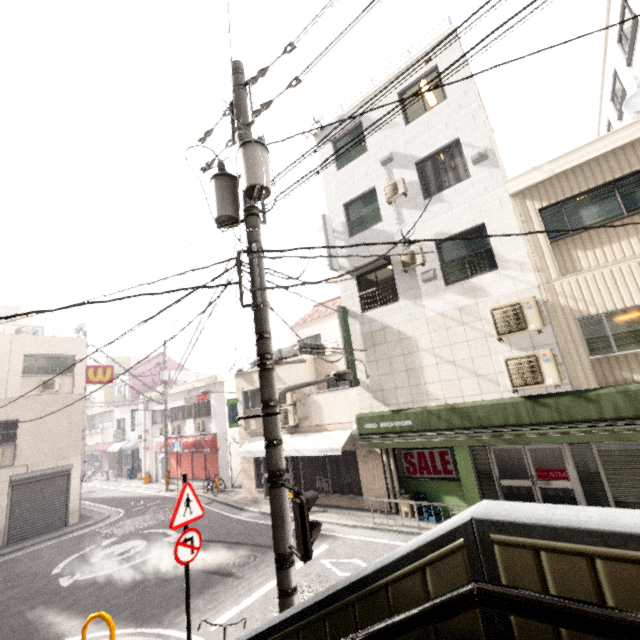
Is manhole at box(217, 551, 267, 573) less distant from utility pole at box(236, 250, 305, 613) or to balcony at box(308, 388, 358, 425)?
balcony at box(308, 388, 358, 425)

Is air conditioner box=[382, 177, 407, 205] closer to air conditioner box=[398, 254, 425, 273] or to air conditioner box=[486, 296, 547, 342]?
air conditioner box=[398, 254, 425, 273]

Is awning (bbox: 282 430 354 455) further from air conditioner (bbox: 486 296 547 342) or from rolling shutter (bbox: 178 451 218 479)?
air conditioner (bbox: 486 296 547 342)

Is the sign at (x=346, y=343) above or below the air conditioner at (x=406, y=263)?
below

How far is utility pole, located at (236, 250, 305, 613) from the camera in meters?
3.5 m

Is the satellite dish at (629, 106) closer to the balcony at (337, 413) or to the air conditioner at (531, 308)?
the air conditioner at (531, 308)

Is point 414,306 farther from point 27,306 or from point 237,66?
point 27,306

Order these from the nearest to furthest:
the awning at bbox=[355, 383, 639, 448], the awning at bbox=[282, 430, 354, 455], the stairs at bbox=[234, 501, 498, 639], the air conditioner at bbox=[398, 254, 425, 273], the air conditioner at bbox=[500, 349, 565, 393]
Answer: the stairs at bbox=[234, 501, 498, 639] → the awning at bbox=[355, 383, 639, 448] → the air conditioner at bbox=[500, 349, 565, 393] → the air conditioner at bbox=[398, 254, 425, 273] → the awning at bbox=[282, 430, 354, 455]
